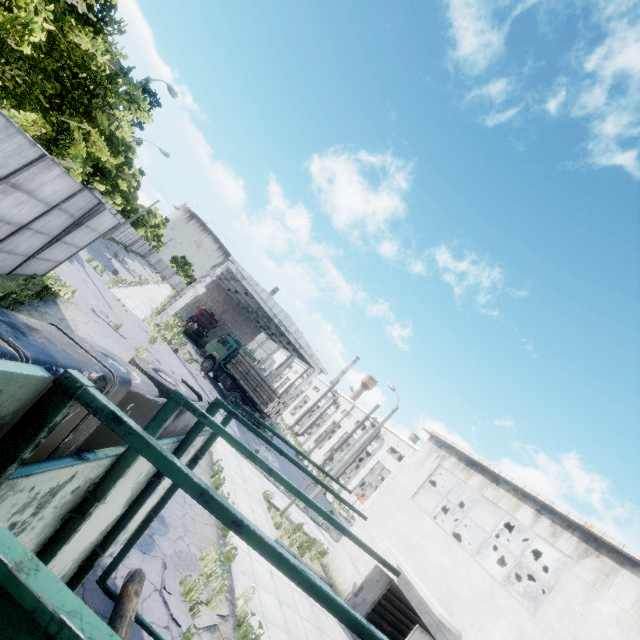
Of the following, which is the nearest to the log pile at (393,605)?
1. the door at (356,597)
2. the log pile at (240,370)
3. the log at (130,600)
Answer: the door at (356,597)

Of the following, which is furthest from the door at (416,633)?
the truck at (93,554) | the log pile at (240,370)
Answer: the log pile at (240,370)

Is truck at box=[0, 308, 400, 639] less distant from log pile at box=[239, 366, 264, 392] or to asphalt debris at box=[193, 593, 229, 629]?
asphalt debris at box=[193, 593, 229, 629]

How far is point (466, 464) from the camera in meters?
14.1

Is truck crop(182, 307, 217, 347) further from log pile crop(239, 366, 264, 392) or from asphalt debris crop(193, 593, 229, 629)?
asphalt debris crop(193, 593, 229, 629)

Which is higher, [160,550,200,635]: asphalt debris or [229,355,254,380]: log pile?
[229,355,254,380]: log pile

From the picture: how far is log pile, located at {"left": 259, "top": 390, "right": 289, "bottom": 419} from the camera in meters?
24.7 m
